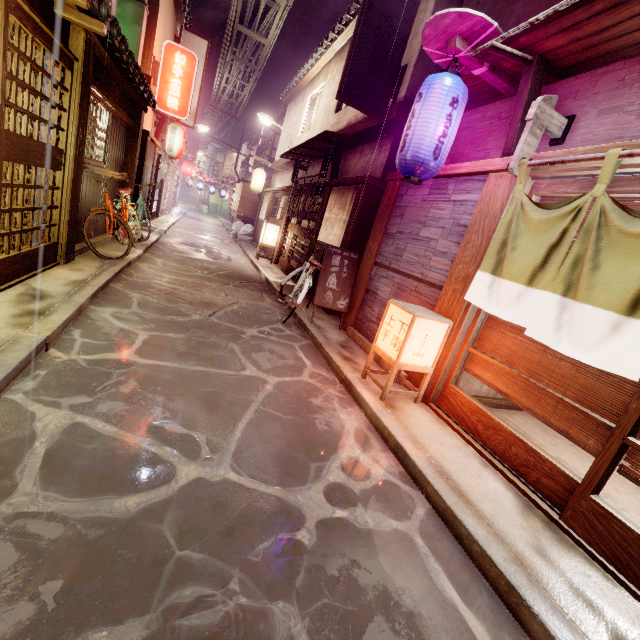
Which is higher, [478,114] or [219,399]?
[478,114]

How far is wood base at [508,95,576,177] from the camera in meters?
5.6

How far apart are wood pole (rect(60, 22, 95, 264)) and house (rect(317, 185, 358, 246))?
8.7 meters

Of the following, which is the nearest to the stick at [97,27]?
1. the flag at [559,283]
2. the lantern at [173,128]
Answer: the flag at [559,283]

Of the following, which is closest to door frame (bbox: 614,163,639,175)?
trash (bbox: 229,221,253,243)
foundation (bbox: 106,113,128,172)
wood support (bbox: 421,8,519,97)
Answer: wood support (bbox: 421,8,519,97)

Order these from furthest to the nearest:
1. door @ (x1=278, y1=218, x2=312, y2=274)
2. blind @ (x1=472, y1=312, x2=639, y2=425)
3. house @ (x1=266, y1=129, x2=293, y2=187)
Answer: house @ (x1=266, y1=129, x2=293, y2=187)
door @ (x1=278, y1=218, x2=312, y2=274)
blind @ (x1=472, y1=312, x2=639, y2=425)

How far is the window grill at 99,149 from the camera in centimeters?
996cm

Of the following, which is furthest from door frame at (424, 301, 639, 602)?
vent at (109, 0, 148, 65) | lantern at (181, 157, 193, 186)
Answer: lantern at (181, 157, 193, 186)
